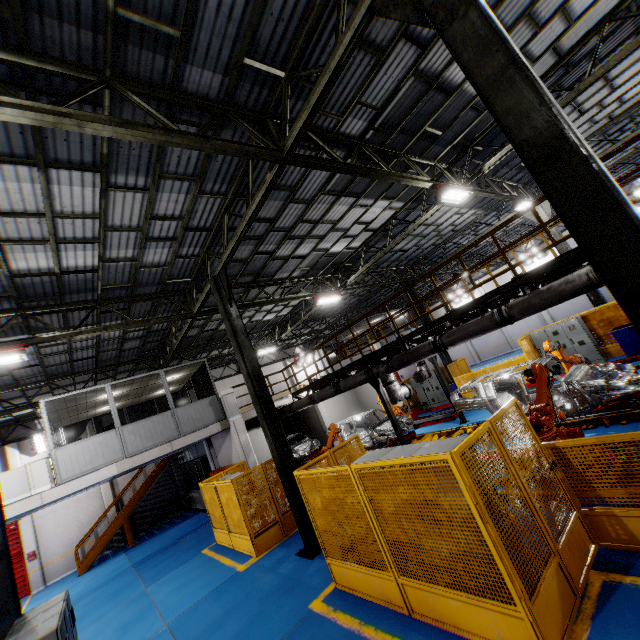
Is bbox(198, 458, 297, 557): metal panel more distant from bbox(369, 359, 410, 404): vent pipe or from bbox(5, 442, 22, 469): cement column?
bbox(5, 442, 22, 469): cement column

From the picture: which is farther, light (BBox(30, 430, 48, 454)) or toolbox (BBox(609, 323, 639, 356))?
light (BBox(30, 430, 48, 454))

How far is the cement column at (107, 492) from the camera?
20.0m

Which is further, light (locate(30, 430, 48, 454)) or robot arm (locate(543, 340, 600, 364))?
light (locate(30, 430, 48, 454))

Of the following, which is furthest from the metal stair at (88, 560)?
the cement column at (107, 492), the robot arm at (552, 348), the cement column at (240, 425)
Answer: the robot arm at (552, 348)

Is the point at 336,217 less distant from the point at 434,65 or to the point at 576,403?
the point at 434,65

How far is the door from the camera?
16.97m

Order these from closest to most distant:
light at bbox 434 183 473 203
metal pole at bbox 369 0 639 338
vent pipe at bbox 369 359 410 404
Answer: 1. metal pole at bbox 369 0 639 338
2. light at bbox 434 183 473 203
3. vent pipe at bbox 369 359 410 404
